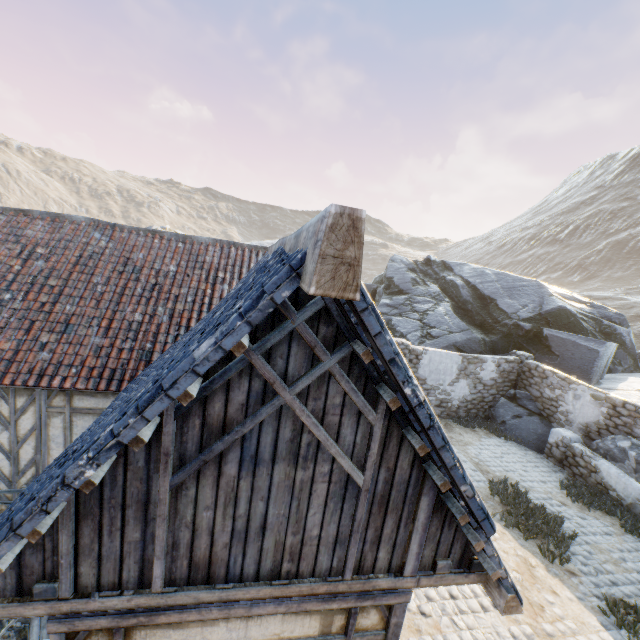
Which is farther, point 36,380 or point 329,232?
point 36,380

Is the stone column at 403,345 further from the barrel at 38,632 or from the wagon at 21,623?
the barrel at 38,632

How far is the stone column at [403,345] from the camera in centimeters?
1273cm

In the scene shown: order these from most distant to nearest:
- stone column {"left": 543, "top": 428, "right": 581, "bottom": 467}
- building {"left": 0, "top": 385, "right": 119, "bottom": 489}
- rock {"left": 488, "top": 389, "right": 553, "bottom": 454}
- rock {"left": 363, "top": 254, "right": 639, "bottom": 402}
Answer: rock {"left": 363, "top": 254, "right": 639, "bottom": 402} → rock {"left": 488, "top": 389, "right": 553, "bottom": 454} → stone column {"left": 543, "top": 428, "right": 581, "bottom": 467} → building {"left": 0, "top": 385, "right": 119, "bottom": 489}

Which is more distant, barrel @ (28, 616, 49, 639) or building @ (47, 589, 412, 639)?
barrel @ (28, 616, 49, 639)

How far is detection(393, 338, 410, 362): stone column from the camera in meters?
12.7 m

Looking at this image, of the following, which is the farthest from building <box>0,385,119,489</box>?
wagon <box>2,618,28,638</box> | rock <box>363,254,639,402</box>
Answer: rock <box>363,254,639,402</box>

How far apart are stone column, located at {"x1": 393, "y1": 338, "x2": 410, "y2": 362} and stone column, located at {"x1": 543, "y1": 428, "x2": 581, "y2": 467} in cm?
550
